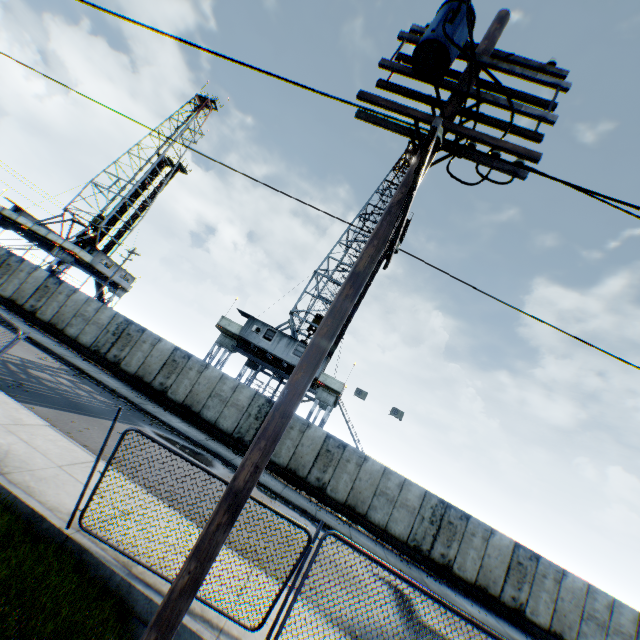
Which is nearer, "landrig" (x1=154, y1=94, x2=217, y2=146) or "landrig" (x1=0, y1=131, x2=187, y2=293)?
"landrig" (x1=0, y1=131, x2=187, y2=293)

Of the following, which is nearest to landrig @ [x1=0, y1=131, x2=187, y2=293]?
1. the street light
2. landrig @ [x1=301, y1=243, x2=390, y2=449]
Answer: landrig @ [x1=301, y1=243, x2=390, y2=449]

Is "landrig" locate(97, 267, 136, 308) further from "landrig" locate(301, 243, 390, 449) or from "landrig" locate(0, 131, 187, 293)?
"landrig" locate(301, 243, 390, 449)

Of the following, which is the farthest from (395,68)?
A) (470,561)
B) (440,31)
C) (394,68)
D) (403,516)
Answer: (470,561)

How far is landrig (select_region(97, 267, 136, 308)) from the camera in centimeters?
3916cm

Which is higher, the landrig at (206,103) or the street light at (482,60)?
the landrig at (206,103)

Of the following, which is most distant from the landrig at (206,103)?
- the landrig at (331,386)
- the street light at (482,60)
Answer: the street light at (482,60)
